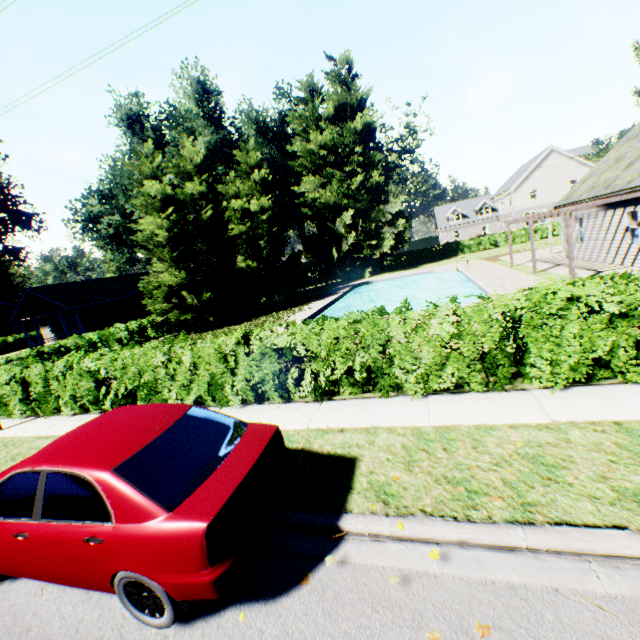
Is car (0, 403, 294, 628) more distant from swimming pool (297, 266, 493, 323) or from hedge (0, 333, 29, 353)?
hedge (0, 333, 29, 353)

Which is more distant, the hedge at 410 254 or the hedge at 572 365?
the hedge at 410 254

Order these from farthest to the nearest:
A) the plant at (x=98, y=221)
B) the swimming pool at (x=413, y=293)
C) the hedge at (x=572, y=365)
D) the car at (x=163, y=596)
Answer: the plant at (x=98, y=221) → the swimming pool at (x=413, y=293) → the hedge at (x=572, y=365) → the car at (x=163, y=596)

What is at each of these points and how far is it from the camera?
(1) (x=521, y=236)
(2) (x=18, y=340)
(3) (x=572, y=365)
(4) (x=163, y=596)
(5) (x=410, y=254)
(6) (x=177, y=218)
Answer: (1) hedge, 40.8 meters
(2) hedge, 39.5 meters
(3) hedge, 5.4 meters
(4) car, 2.9 meters
(5) hedge, 45.3 meters
(6) tree, 20.6 meters

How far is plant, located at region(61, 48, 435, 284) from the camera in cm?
3472

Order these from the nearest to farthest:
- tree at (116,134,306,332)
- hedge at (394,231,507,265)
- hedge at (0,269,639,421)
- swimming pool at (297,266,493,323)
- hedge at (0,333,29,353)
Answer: hedge at (0,269,639,421), tree at (116,134,306,332), swimming pool at (297,266,493,323), hedge at (0,333,29,353), hedge at (394,231,507,265)

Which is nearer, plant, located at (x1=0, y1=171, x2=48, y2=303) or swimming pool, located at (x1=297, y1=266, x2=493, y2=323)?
swimming pool, located at (x1=297, y1=266, x2=493, y2=323)
